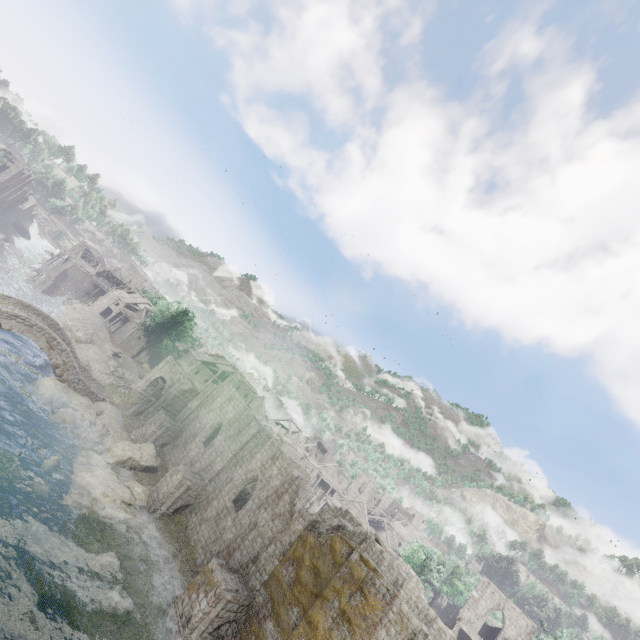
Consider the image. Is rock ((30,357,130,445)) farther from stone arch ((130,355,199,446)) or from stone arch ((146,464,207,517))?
stone arch ((146,464,207,517))

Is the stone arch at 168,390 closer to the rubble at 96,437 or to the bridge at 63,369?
the rubble at 96,437

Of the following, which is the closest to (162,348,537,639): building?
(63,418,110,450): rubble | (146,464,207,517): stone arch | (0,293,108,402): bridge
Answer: (146,464,207,517): stone arch

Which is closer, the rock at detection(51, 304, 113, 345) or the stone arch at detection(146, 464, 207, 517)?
the stone arch at detection(146, 464, 207, 517)

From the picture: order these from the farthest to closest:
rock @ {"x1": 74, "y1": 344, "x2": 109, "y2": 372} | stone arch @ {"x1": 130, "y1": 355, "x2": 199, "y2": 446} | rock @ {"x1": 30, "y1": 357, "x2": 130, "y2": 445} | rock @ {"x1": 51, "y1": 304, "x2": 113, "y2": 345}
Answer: rock @ {"x1": 51, "y1": 304, "x2": 113, "y2": 345} → rock @ {"x1": 74, "y1": 344, "x2": 109, "y2": 372} → stone arch @ {"x1": 130, "y1": 355, "x2": 199, "y2": 446} → rock @ {"x1": 30, "y1": 357, "x2": 130, "y2": 445}

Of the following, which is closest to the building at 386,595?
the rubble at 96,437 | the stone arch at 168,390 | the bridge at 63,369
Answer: the stone arch at 168,390

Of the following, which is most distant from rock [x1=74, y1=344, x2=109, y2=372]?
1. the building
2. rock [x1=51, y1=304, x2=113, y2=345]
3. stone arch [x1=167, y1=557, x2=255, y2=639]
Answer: stone arch [x1=167, y1=557, x2=255, y2=639]

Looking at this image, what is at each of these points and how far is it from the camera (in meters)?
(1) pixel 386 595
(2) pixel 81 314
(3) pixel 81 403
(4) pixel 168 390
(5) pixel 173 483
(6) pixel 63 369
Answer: (1) building, 18.05
(2) rock, 56.44
(3) rock, 32.00
(4) stone arch, 39.72
(5) stone arch, 26.56
(6) bridge, 32.06
